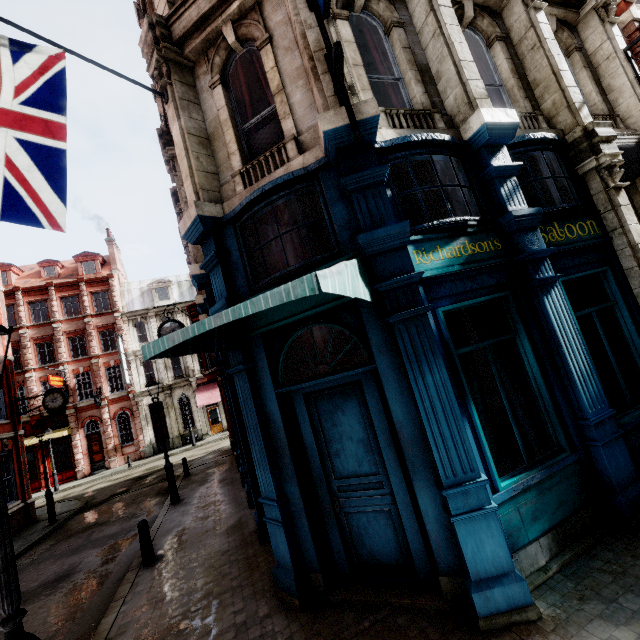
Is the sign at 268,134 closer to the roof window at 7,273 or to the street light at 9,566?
the street light at 9,566

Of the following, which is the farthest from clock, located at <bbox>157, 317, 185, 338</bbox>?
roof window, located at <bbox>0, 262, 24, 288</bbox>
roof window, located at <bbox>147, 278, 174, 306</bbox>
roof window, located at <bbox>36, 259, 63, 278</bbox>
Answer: roof window, located at <bbox>0, 262, 24, 288</bbox>

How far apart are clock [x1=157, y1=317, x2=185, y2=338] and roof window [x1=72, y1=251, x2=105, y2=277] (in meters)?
27.41

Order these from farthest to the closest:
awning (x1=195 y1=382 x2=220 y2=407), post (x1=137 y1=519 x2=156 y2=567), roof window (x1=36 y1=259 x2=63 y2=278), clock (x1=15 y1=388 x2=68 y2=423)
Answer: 1. roof window (x1=36 y1=259 x2=63 y2=278)
2. awning (x1=195 y1=382 x2=220 y2=407)
3. clock (x1=15 y1=388 x2=68 y2=423)
4. post (x1=137 y1=519 x2=156 y2=567)

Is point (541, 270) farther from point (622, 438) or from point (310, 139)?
point (310, 139)

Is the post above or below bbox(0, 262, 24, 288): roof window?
below

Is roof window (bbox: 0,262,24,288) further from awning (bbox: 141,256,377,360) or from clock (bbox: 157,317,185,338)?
awning (bbox: 141,256,377,360)

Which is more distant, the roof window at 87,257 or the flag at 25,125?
the roof window at 87,257
